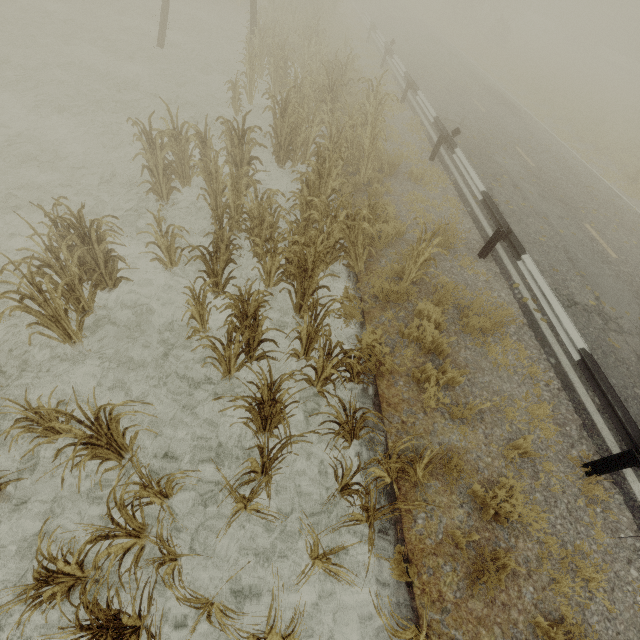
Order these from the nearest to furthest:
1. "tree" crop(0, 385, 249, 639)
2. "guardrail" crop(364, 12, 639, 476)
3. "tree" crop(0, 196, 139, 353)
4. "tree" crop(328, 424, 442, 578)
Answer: "tree" crop(0, 385, 249, 639)
"tree" crop(328, 424, 442, 578)
"tree" crop(0, 196, 139, 353)
"guardrail" crop(364, 12, 639, 476)

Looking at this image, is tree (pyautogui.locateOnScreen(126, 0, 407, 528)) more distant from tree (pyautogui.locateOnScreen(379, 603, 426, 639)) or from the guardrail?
the guardrail

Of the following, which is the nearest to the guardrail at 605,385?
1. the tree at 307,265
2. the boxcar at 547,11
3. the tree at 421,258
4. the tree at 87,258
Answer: the tree at 421,258

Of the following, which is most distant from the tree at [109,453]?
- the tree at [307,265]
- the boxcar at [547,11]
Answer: the boxcar at [547,11]

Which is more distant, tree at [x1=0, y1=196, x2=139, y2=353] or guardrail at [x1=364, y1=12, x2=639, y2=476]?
guardrail at [x1=364, y1=12, x2=639, y2=476]

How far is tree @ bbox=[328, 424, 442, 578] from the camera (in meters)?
3.16

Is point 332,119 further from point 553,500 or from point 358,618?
point 358,618

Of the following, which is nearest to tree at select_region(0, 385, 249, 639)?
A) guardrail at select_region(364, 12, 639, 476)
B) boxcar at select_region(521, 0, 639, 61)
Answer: guardrail at select_region(364, 12, 639, 476)
